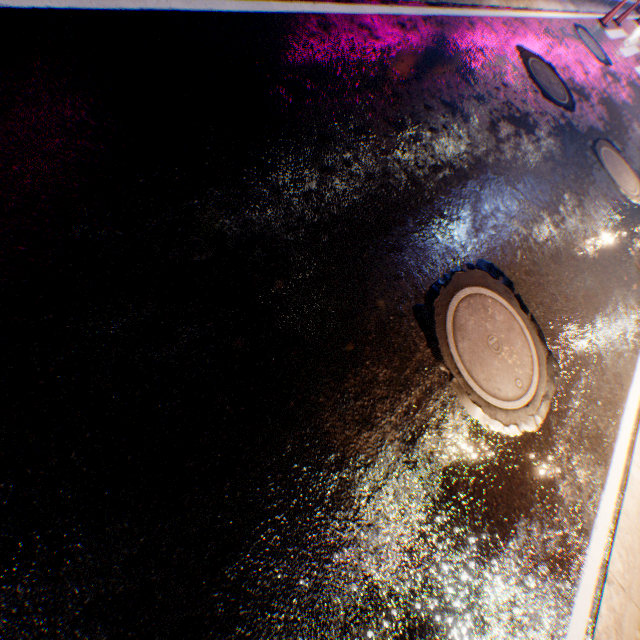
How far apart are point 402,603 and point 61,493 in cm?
169
